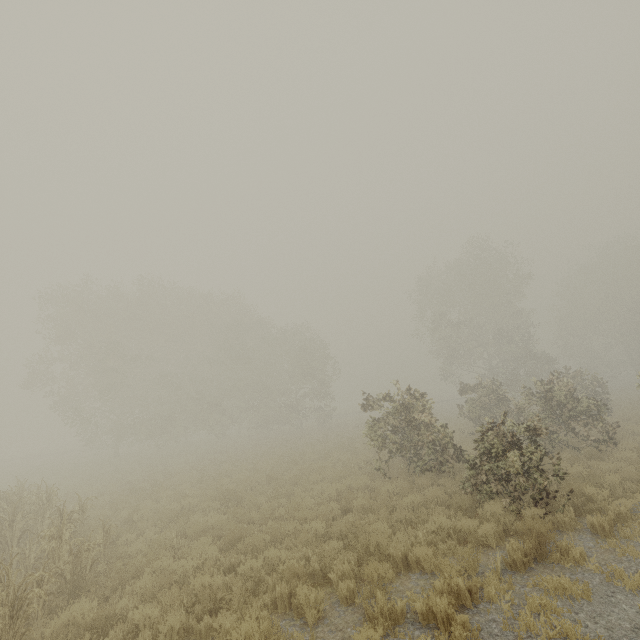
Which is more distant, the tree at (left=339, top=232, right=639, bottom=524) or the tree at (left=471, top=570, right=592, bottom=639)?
the tree at (left=339, top=232, right=639, bottom=524)

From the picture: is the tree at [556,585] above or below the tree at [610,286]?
below

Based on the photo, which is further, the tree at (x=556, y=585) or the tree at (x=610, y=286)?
the tree at (x=610, y=286)

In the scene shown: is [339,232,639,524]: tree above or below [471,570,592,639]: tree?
above

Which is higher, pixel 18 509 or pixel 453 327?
pixel 453 327
